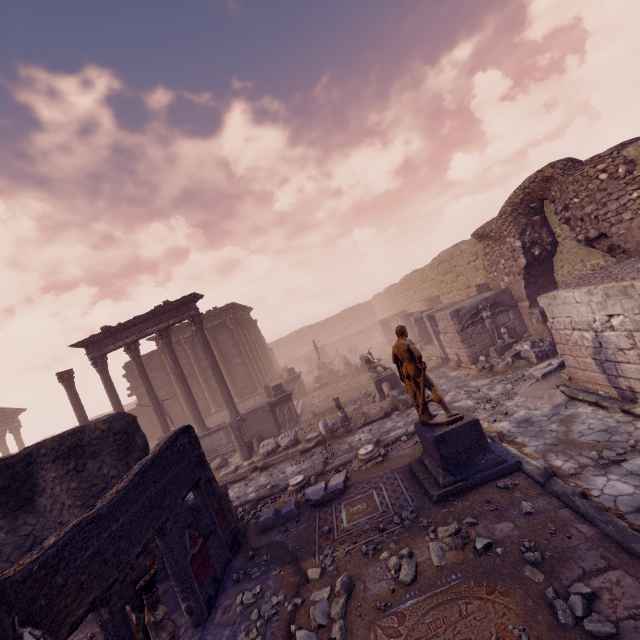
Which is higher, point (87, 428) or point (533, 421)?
point (87, 428)

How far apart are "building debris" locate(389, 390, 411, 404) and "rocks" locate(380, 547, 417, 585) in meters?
7.3

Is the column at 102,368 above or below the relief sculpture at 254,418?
above

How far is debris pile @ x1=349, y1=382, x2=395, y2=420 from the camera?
12.68m

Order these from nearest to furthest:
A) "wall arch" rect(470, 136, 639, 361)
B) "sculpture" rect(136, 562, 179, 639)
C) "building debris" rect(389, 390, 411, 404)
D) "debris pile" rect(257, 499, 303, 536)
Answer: "sculpture" rect(136, 562, 179, 639), "debris pile" rect(257, 499, 303, 536), "wall arch" rect(470, 136, 639, 361), "building debris" rect(389, 390, 411, 404)

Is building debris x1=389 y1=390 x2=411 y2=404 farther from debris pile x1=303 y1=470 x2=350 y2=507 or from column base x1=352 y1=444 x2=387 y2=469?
debris pile x1=303 y1=470 x2=350 y2=507

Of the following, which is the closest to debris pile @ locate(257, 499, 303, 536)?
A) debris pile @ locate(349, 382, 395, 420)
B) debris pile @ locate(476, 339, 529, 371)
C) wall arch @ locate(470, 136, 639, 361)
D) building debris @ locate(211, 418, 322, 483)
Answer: building debris @ locate(211, 418, 322, 483)

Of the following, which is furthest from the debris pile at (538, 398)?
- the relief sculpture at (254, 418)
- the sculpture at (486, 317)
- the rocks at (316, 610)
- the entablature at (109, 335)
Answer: the entablature at (109, 335)
